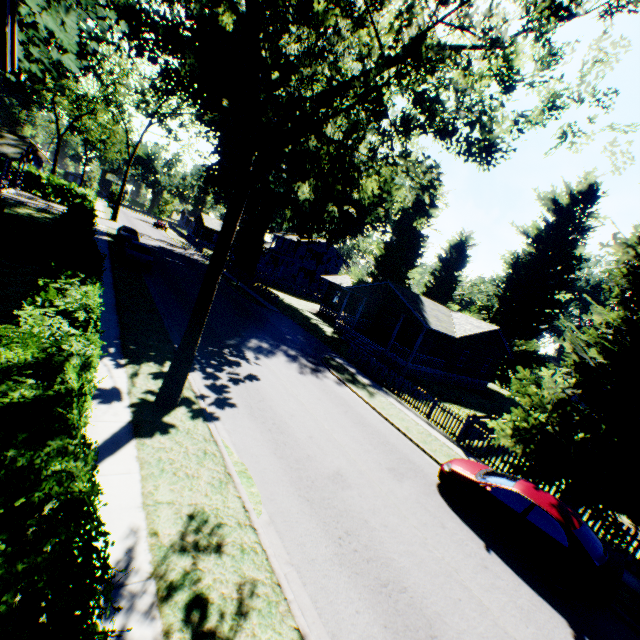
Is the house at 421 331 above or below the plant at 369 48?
below

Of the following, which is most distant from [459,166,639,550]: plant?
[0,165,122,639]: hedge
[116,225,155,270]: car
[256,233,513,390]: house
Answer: [116,225,155,270]: car

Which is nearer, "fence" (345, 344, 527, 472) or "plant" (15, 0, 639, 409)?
"plant" (15, 0, 639, 409)

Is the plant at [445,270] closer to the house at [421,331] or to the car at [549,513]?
the house at [421,331]

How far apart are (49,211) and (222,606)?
42.9 meters

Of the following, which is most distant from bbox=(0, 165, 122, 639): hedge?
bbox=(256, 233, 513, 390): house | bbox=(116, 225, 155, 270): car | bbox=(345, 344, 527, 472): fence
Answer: bbox=(256, 233, 513, 390): house

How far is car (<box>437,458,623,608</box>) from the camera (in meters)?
8.09

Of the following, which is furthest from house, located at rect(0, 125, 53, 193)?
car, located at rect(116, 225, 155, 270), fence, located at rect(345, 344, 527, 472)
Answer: fence, located at rect(345, 344, 527, 472)
